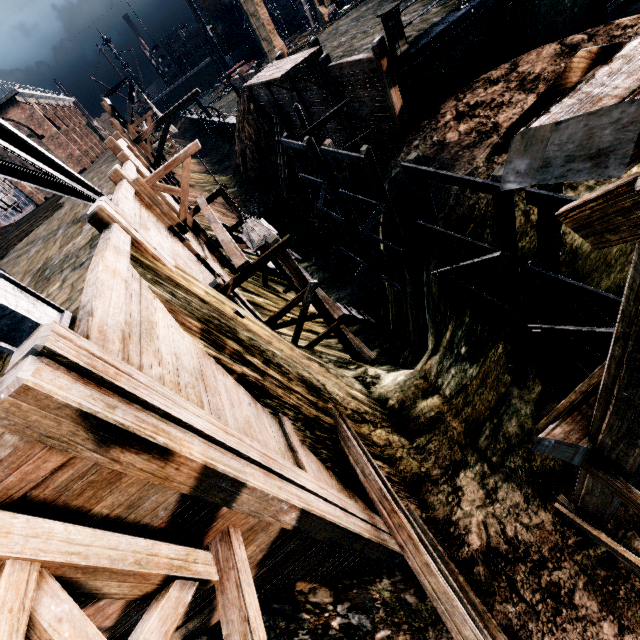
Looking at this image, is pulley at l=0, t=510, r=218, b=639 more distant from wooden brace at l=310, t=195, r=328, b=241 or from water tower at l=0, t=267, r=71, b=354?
wooden brace at l=310, t=195, r=328, b=241

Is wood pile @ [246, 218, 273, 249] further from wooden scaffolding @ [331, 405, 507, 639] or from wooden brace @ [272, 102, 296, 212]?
wooden brace @ [272, 102, 296, 212]

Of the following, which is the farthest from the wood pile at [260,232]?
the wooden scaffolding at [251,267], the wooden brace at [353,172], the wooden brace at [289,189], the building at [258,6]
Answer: the building at [258,6]

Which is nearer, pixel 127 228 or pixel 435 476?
pixel 127 228

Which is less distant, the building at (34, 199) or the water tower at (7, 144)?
the water tower at (7, 144)

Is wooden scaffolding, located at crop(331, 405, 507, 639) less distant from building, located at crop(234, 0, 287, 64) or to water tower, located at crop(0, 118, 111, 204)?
water tower, located at crop(0, 118, 111, 204)

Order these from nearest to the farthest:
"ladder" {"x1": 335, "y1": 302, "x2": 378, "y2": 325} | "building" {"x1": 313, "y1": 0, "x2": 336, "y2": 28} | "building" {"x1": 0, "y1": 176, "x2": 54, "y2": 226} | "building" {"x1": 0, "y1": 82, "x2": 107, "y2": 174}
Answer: "ladder" {"x1": 335, "y1": 302, "x2": 378, "y2": 325}
"building" {"x1": 0, "y1": 82, "x2": 107, "y2": 174}
"building" {"x1": 0, "y1": 176, "x2": 54, "y2": 226}
"building" {"x1": 313, "y1": 0, "x2": 336, "y2": 28}

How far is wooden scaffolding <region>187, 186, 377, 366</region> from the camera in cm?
924
